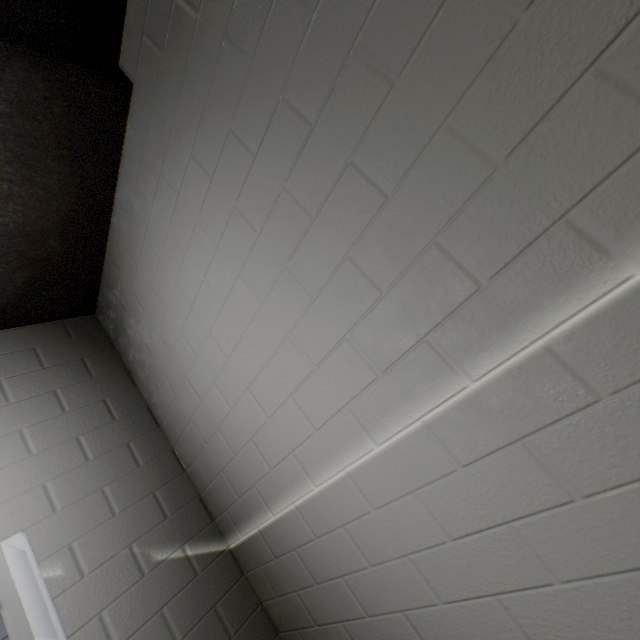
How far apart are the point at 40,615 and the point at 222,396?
1.03m

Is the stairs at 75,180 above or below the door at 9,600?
above

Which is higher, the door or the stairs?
the stairs
